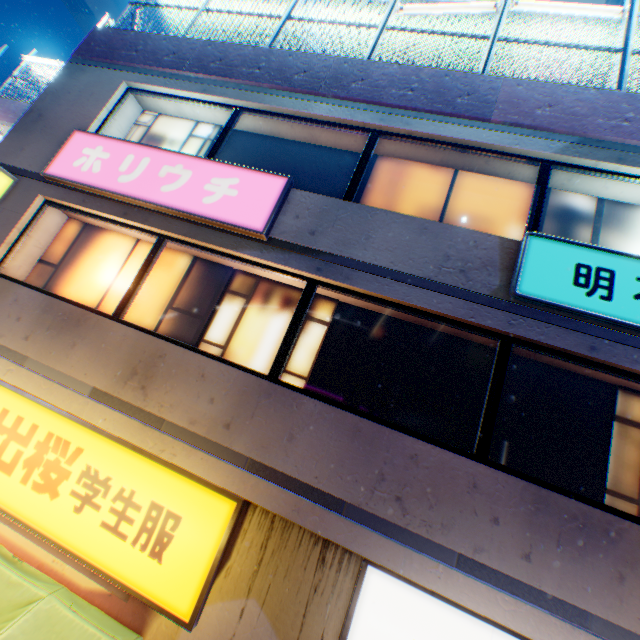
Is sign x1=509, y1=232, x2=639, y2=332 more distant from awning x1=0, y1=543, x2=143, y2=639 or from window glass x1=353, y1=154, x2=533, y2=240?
awning x1=0, y1=543, x2=143, y2=639

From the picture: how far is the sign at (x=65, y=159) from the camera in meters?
5.0

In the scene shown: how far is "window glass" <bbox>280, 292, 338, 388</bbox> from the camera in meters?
4.8 m

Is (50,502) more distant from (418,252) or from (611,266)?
(611,266)

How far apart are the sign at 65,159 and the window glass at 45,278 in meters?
0.6

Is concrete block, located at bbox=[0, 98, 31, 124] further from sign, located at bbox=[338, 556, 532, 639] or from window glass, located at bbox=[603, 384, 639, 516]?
window glass, located at bbox=[603, 384, 639, 516]

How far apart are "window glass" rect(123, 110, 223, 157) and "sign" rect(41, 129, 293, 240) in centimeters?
56cm

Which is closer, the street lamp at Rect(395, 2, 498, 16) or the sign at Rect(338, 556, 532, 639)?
the sign at Rect(338, 556, 532, 639)
